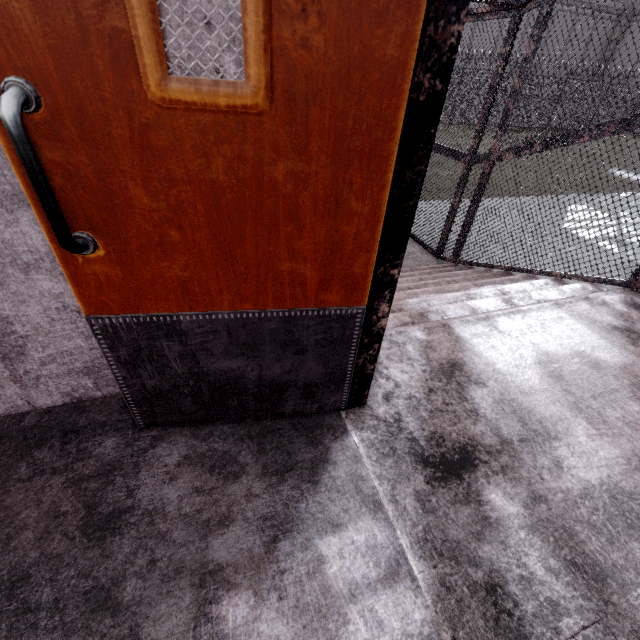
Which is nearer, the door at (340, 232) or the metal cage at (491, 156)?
the door at (340, 232)

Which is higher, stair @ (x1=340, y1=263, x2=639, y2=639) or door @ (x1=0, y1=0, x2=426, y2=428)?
door @ (x1=0, y1=0, x2=426, y2=428)

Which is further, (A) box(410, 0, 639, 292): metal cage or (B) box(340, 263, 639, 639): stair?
(A) box(410, 0, 639, 292): metal cage

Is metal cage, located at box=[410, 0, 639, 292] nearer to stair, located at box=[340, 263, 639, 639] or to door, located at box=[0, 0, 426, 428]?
stair, located at box=[340, 263, 639, 639]

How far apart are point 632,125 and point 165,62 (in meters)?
3.77

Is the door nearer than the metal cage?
Yes

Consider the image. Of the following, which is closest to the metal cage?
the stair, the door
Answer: the stair

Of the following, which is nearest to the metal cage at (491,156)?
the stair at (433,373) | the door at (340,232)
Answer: the stair at (433,373)
